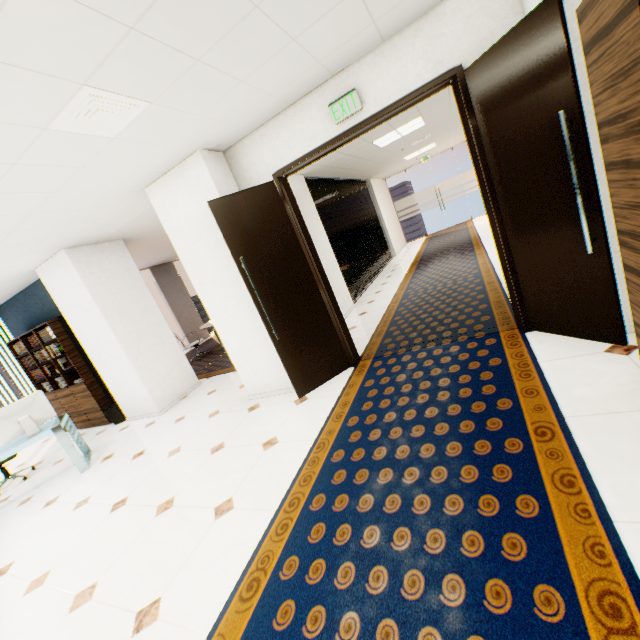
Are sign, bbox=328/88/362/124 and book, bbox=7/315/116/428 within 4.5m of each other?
no

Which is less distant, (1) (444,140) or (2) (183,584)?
(2) (183,584)

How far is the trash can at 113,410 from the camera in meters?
5.9

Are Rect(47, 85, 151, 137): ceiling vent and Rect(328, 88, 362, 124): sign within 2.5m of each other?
yes

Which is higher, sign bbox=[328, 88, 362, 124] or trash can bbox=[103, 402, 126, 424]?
sign bbox=[328, 88, 362, 124]

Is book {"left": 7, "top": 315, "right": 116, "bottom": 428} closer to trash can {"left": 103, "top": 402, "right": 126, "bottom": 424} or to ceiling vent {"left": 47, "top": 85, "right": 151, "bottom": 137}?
trash can {"left": 103, "top": 402, "right": 126, "bottom": 424}

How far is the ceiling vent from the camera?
2.0 meters

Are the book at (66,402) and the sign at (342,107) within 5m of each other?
no
